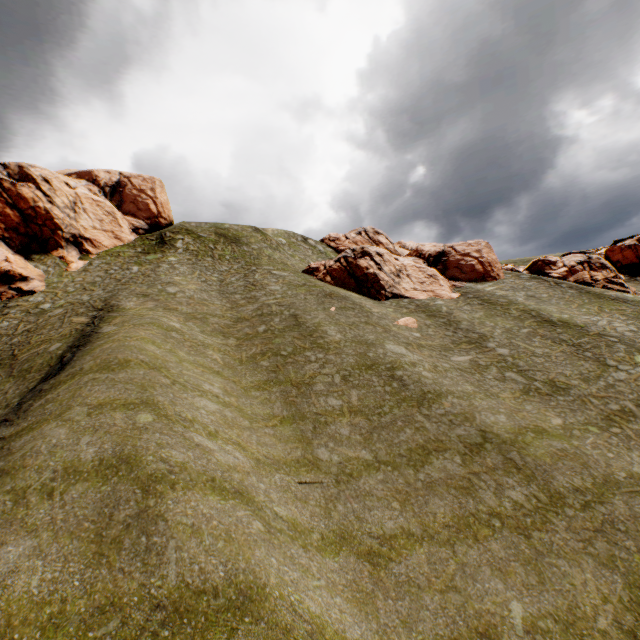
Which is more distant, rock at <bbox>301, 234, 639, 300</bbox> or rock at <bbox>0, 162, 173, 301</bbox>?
rock at <bbox>301, 234, 639, 300</bbox>

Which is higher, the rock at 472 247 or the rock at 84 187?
the rock at 84 187

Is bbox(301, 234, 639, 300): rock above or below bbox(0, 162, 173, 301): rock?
below

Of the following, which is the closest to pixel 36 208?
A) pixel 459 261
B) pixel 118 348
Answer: pixel 118 348

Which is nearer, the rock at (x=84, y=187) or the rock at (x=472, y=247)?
the rock at (x=84, y=187)
